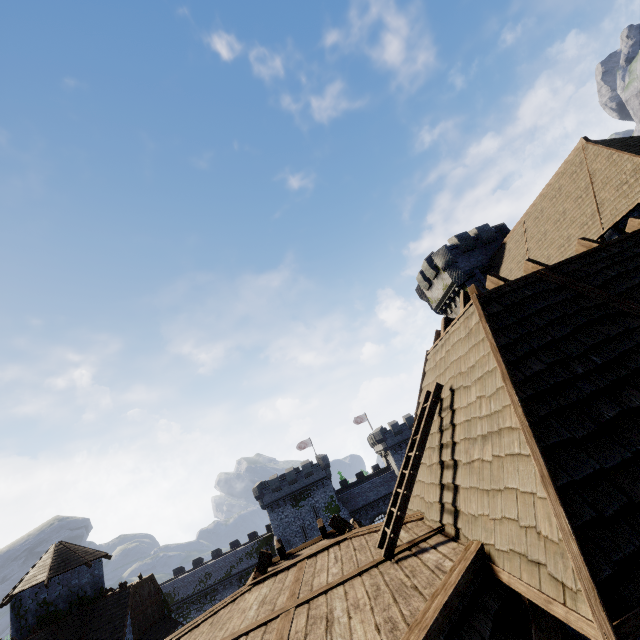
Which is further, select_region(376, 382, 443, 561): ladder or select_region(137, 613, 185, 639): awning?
select_region(137, 613, 185, 639): awning

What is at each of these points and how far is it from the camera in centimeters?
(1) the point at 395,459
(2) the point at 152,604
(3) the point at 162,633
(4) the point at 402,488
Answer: (1) building, 4834cm
(2) building, 2461cm
(3) awning, 2375cm
(4) ladder, 546cm

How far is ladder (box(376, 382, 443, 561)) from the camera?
5.1m

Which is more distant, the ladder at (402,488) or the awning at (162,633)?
the awning at (162,633)

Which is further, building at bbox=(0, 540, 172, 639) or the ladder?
building at bbox=(0, 540, 172, 639)

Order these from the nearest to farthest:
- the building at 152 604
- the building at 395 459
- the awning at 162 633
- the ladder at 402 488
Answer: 1. the building at 395 459
2. the ladder at 402 488
3. the building at 152 604
4. the awning at 162 633

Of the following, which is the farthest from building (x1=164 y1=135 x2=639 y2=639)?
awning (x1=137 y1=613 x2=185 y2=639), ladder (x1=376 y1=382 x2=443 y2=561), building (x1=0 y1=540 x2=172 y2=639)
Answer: awning (x1=137 y1=613 x2=185 y2=639)

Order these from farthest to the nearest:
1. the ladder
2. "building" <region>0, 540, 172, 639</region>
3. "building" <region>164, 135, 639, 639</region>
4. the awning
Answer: the awning
"building" <region>0, 540, 172, 639</region>
the ladder
"building" <region>164, 135, 639, 639</region>
